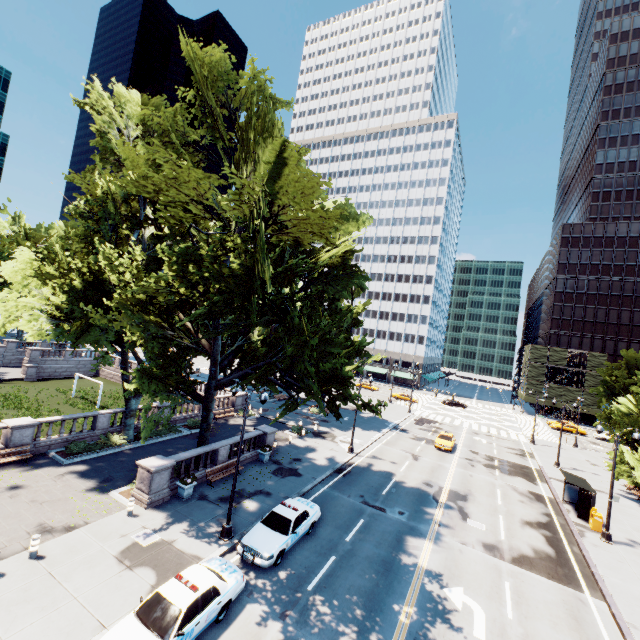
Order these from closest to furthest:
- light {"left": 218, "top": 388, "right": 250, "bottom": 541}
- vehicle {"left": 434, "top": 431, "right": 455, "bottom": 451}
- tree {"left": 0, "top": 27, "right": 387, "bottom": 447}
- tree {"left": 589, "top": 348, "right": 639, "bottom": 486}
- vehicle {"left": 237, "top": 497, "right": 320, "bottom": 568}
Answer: tree {"left": 0, "top": 27, "right": 387, "bottom": 447} < vehicle {"left": 237, "top": 497, "right": 320, "bottom": 568} < light {"left": 218, "top": 388, "right": 250, "bottom": 541} < tree {"left": 589, "top": 348, "right": 639, "bottom": 486} < vehicle {"left": 434, "top": 431, "right": 455, "bottom": 451}

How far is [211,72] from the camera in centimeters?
1881cm

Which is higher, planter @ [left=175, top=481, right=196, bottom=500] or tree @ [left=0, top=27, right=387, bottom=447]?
tree @ [left=0, top=27, right=387, bottom=447]

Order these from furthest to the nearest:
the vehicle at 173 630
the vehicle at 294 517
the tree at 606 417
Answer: the tree at 606 417
the vehicle at 294 517
the vehicle at 173 630

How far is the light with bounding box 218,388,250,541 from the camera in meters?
15.4 m

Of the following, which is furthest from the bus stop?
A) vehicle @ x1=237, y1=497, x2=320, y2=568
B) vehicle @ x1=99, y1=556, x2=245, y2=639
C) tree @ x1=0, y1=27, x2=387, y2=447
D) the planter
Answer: the planter

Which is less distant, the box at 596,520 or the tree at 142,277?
the tree at 142,277

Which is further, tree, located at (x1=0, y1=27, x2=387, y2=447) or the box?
the box
